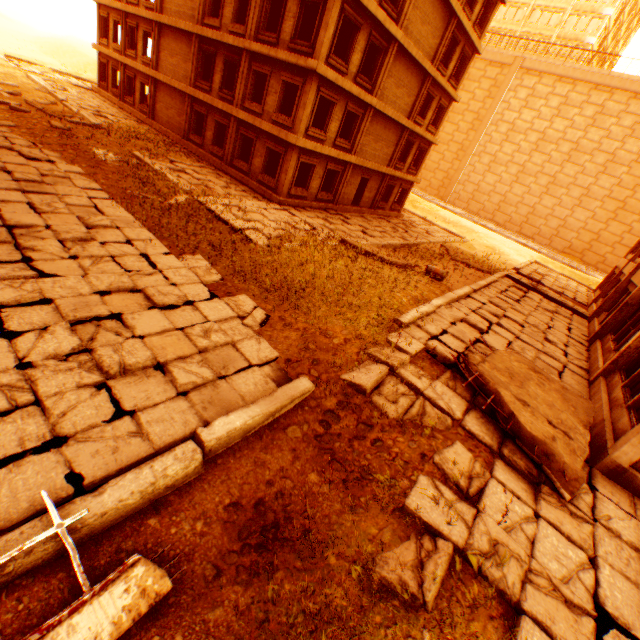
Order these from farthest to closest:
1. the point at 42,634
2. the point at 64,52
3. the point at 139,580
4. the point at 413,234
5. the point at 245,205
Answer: the point at 64,52 < the point at 413,234 < the point at 245,205 < the point at 139,580 < the point at 42,634

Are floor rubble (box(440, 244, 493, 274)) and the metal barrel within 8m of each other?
yes

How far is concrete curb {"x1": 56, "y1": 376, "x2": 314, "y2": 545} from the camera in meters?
3.6

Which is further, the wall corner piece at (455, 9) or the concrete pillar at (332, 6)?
the wall corner piece at (455, 9)

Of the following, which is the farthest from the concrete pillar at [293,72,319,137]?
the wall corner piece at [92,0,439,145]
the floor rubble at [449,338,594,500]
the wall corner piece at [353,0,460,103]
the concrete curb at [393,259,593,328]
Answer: the floor rubble at [449,338,594,500]

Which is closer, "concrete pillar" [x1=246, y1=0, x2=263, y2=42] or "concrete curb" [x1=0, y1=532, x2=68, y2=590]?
"concrete curb" [x1=0, y1=532, x2=68, y2=590]

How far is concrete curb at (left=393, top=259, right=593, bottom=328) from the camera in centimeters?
916cm

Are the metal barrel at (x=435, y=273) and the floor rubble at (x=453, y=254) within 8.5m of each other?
yes
